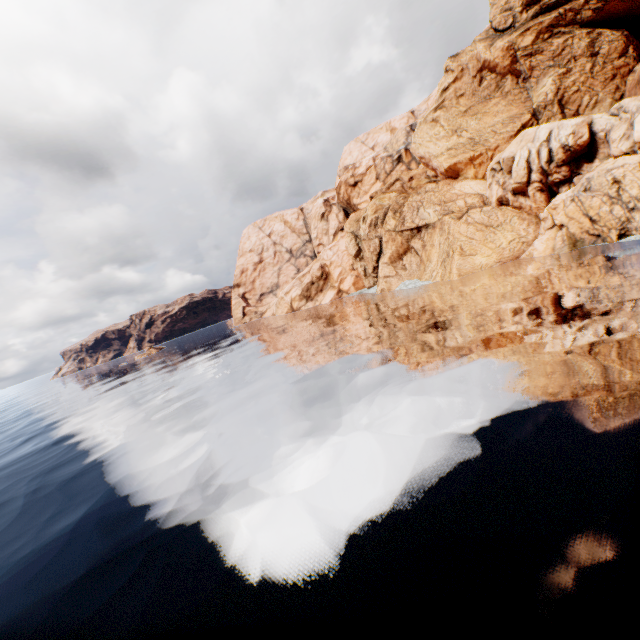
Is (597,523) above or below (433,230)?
below
